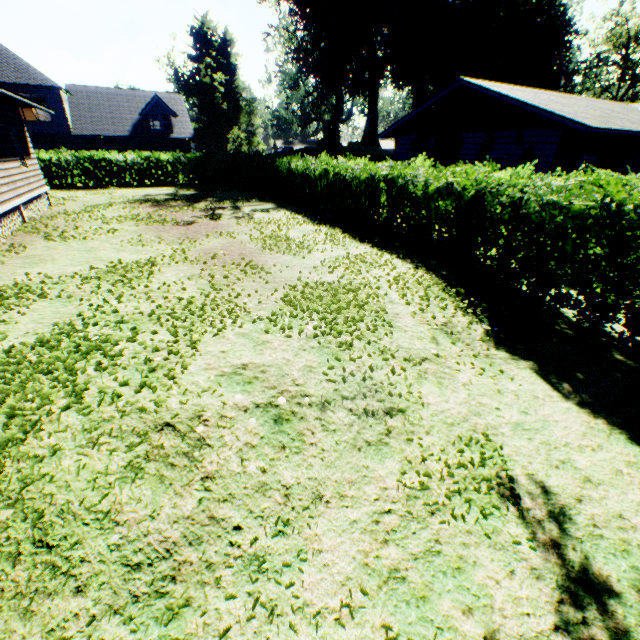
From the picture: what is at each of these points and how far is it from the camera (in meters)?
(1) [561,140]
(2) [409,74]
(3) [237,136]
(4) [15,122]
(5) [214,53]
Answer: (1) house, 12.70
(2) plant, 44.94
(3) plant, 41.31
(4) house, 14.01
(5) plant, 50.25

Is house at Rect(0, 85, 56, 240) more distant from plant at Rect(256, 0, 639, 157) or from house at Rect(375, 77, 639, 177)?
plant at Rect(256, 0, 639, 157)

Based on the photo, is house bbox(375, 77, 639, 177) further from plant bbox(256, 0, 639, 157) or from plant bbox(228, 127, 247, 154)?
plant bbox(256, 0, 639, 157)

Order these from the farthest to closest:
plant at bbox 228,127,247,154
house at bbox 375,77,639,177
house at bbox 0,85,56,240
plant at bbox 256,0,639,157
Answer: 1. plant at bbox 228,127,247,154
2. plant at bbox 256,0,639,157
3. house at bbox 375,77,639,177
4. house at bbox 0,85,56,240

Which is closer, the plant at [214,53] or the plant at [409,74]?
the plant at [409,74]

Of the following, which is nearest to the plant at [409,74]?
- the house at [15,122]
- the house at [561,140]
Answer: the house at [561,140]

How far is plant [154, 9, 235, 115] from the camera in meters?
53.2 m
